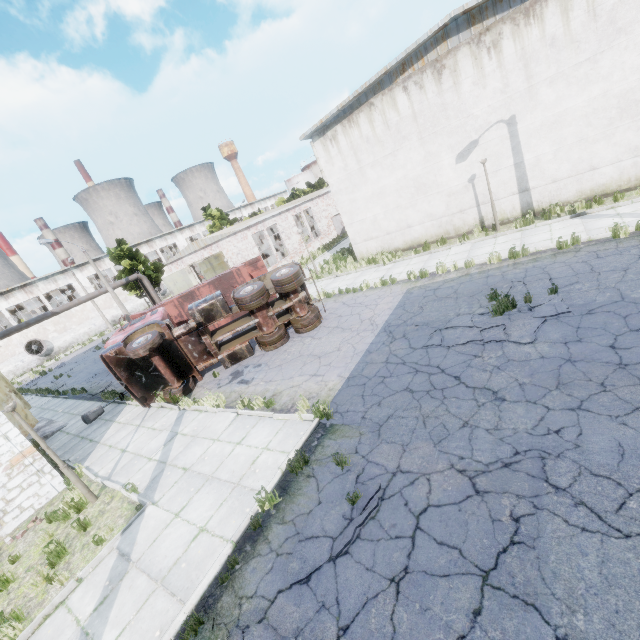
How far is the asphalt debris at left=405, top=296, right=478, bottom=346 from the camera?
9.16m

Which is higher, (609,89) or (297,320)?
(609,89)

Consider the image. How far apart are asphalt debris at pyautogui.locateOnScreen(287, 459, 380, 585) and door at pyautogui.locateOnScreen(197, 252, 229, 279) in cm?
2383

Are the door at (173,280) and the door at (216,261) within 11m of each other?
yes

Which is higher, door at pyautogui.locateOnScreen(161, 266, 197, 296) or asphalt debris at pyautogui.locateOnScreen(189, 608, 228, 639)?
door at pyautogui.locateOnScreen(161, 266, 197, 296)

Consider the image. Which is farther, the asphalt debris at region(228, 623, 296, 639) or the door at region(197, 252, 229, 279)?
the door at region(197, 252, 229, 279)

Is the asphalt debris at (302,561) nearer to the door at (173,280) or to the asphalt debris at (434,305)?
the asphalt debris at (434,305)

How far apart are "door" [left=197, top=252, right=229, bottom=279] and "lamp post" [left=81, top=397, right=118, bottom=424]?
12.80m
